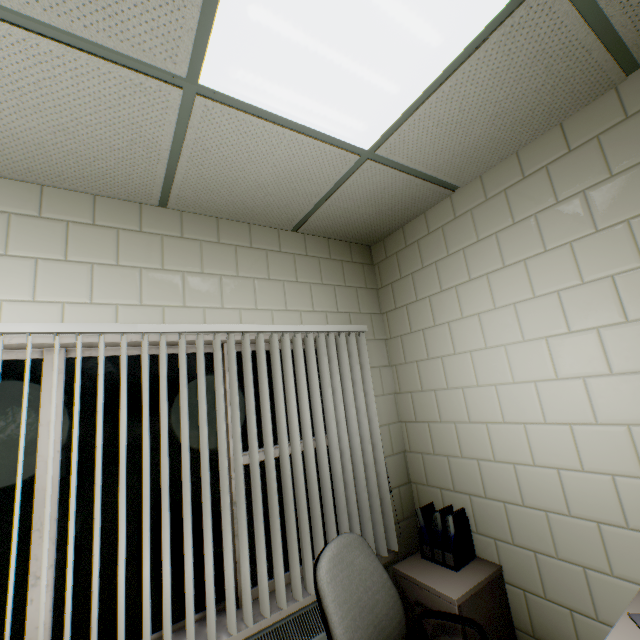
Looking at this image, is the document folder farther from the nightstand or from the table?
the table

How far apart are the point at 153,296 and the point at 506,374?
2.33m

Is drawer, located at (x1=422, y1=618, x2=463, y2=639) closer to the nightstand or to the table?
the nightstand

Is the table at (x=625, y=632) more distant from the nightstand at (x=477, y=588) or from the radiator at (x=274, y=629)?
the radiator at (x=274, y=629)

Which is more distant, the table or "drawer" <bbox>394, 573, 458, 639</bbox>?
"drawer" <bbox>394, 573, 458, 639</bbox>

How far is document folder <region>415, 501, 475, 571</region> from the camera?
2.1m

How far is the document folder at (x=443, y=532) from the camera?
2.1 meters

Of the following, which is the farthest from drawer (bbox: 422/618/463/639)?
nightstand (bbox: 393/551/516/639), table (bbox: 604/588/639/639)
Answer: table (bbox: 604/588/639/639)
